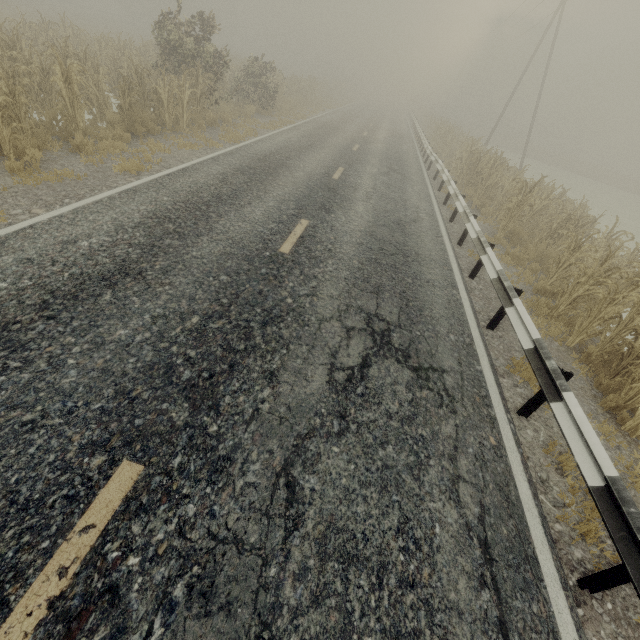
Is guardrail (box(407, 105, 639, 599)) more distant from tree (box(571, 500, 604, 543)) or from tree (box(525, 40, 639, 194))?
tree (box(525, 40, 639, 194))

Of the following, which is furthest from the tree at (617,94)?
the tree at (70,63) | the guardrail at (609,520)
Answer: the tree at (70,63)

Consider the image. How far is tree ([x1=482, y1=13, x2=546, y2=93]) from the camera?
53.8 meters

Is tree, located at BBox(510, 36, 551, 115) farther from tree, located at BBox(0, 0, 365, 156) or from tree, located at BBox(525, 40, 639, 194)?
tree, located at BBox(525, 40, 639, 194)

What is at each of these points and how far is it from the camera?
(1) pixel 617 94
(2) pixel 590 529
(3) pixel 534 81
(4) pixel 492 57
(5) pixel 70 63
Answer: (1) tree, 51.3 meters
(2) tree, 3.3 meters
(3) tree, 54.9 meters
(4) tree, 57.4 meters
(5) tree, 7.6 meters

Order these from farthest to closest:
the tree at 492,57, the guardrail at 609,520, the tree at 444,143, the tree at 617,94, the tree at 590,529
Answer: the tree at 492,57, the tree at 617,94, the tree at 444,143, the tree at 590,529, the guardrail at 609,520

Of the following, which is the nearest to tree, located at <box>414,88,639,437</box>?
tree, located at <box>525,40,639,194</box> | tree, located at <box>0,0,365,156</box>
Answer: tree, located at <box>0,0,365,156</box>
